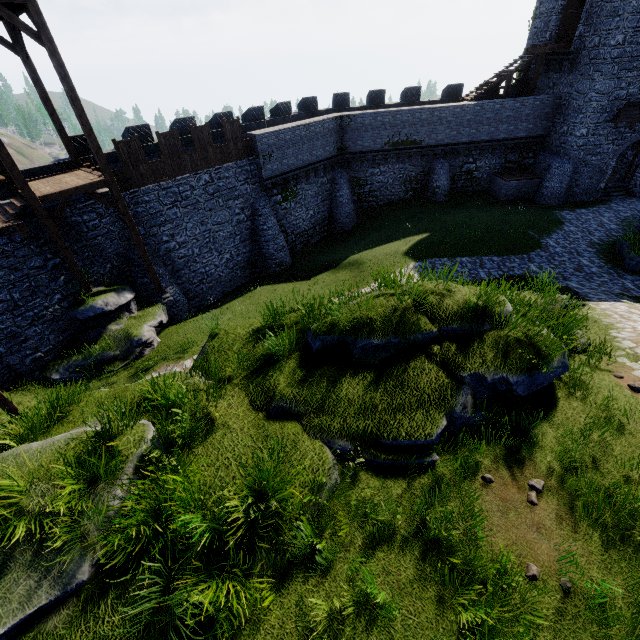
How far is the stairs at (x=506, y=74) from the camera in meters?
23.3

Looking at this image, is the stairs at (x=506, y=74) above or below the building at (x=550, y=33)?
below

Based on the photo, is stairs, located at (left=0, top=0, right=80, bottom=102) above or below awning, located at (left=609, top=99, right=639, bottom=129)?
above

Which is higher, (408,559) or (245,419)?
(245,419)

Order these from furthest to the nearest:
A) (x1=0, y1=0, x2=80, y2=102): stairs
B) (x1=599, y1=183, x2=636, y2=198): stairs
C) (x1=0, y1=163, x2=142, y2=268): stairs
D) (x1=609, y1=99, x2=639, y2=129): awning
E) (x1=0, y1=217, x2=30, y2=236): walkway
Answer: (x1=599, y1=183, x2=636, y2=198): stairs → (x1=609, y1=99, x2=639, y2=129): awning → (x1=0, y1=163, x2=142, y2=268): stairs → (x1=0, y1=217, x2=30, y2=236): walkway → (x1=0, y1=0, x2=80, y2=102): stairs

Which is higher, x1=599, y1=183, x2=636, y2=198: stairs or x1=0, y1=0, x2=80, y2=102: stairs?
x1=0, y1=0, x2=80, y2=102: stairs

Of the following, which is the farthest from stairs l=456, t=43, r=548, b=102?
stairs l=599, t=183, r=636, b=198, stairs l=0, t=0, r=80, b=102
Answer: stairs l=0, t=0, r=80, b=102
